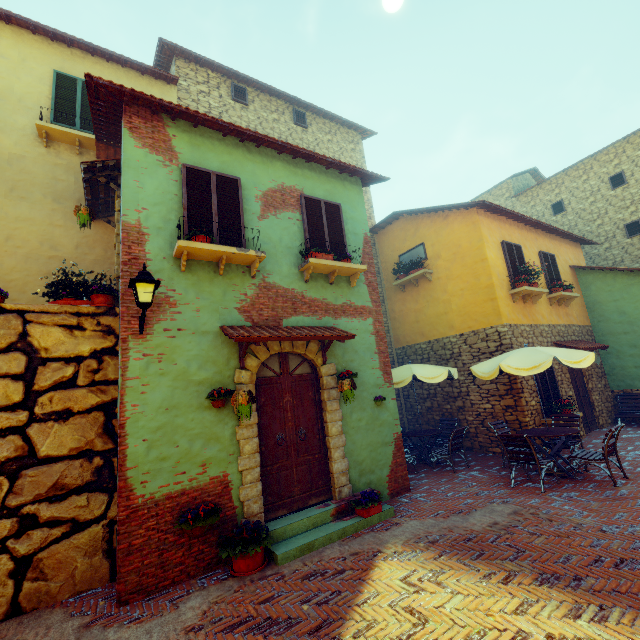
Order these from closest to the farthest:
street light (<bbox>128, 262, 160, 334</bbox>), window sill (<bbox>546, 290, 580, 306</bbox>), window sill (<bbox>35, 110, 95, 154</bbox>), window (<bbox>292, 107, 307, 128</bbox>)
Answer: street light (<bbox>128, 262, 160, 334</bbox>), window sill (<bbox>35, 110, 95, 154</bbox>), window sill (<bbox>546, 290, 580, 306</bbox>), window (<bbox>292, 107, 307, 128</bbox>)

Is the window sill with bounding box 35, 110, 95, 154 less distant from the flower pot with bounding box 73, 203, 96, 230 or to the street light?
the flower pot with bounding box 73, 203, 96, 230

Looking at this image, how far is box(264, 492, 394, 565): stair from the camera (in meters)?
4.87

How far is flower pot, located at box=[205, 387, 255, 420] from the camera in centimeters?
490cm

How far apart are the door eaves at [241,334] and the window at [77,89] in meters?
7.2

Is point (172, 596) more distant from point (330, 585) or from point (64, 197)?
point (64, 197)

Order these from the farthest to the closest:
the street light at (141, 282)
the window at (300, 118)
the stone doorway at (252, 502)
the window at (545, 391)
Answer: the window at (300, 118)
the window at (545, 391)
the stone doorway at (252, 502)
the street light at (141, 282)

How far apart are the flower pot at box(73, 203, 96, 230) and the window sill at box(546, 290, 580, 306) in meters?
13.3 m
